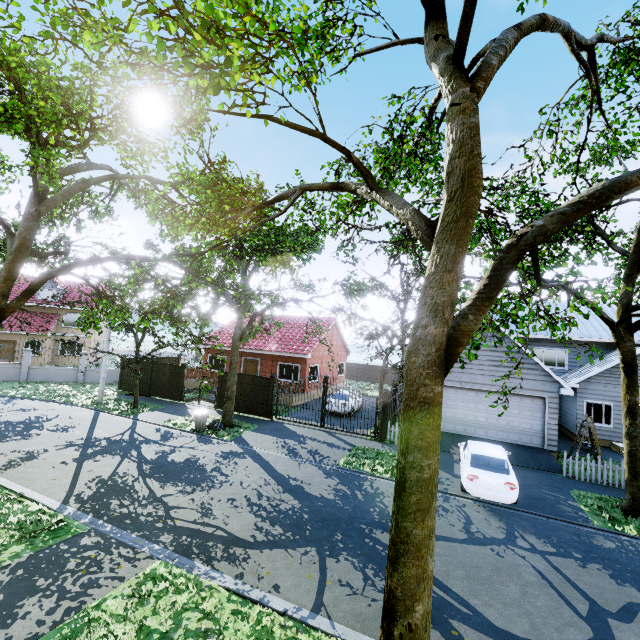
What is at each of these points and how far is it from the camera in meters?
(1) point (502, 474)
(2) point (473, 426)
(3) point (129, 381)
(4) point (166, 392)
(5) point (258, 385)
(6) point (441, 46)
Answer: (1) car, 10.7
(2) garage door, 16.6
(3) fence, 23.6
(4) fence, 22.1
(5) fence, 19.4
(6) tree, 4.5

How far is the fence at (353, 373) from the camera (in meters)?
40.38

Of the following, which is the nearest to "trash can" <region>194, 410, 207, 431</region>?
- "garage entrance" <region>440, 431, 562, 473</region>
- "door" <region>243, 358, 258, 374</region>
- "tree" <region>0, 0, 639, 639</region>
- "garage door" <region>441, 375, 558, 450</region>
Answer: "tree" <region>0, 0, 639, 639</region>

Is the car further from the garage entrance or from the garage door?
the garage door

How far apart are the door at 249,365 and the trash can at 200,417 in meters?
9.4 m

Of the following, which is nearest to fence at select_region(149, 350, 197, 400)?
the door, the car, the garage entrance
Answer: the garage entrance

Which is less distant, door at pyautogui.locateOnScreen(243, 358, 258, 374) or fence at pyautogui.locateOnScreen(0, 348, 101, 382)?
fence at pyautogui.locateOnScreen(0, 348, 101, 382)

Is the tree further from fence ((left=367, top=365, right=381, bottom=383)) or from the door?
the door
